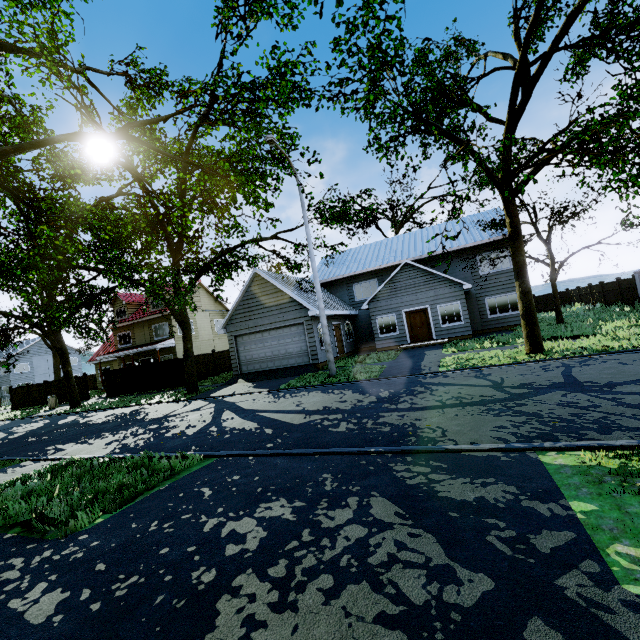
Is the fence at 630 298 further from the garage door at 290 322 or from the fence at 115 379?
the fence at 115 379

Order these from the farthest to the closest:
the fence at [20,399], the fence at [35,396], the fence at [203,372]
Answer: the fence at [20,399] < the fence at [35,396] < the fence at [203,372]

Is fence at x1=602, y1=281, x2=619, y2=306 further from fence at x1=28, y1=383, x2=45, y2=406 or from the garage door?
fence at x1=28, y1=383, x2=45, y2=406

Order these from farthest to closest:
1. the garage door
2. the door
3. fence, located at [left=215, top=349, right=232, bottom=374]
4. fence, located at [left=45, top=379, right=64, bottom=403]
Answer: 1. fence, located at [left=45, top=379, right=64, bottom=403]
2. fence, located at [left=215, top=349, right=232, bottom=374]
3. the door
4. the garage door

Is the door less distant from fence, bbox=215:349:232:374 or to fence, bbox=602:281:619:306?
fence, bbox=602:281:619:306

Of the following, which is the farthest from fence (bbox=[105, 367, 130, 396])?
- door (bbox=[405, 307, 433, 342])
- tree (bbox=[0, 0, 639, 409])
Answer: door (bbox=[405, 307, 433, 342])

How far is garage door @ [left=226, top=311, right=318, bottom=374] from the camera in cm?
1841

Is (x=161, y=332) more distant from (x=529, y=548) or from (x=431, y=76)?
(x=529, y=548)
